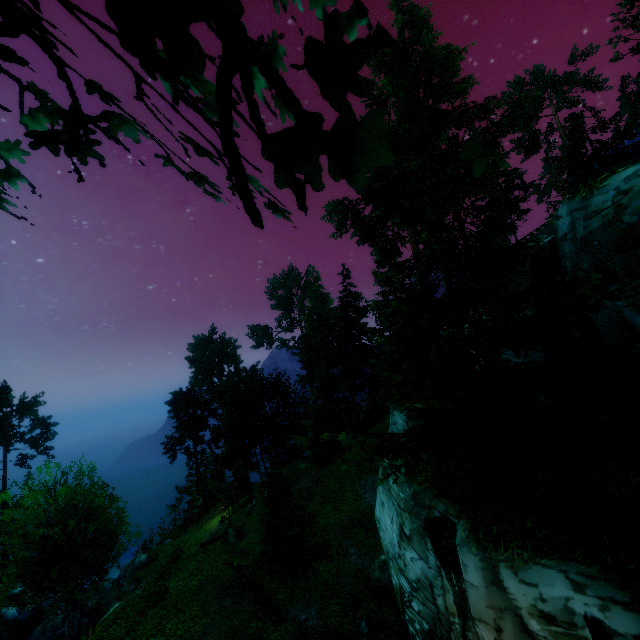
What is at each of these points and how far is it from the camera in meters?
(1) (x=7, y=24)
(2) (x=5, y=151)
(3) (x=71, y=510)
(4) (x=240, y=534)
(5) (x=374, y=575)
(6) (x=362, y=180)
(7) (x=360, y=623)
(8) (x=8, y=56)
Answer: (1) tree, 2.1 m
(2) tree, 3.9 m
(3) tree, 14.6 m
(4) rock, 28.3 m
(5) rock, 16.3 m
(6) tree, 1.3 m
(7) rock, 14.3 m
(8) tree, 2.3 m

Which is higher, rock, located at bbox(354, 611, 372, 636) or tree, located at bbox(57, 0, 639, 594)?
tree, located at bbox(57, 0, 639, 594)

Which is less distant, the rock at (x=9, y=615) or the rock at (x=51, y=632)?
the rock at (x=51, y=632)

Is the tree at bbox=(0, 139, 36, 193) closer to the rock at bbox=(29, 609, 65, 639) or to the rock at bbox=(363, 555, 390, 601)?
the rock at bbox=(363, 555, 390, 601)

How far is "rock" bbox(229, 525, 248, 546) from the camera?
28.22m

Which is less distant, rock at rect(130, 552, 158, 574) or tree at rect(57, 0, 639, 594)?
tree at rect(57, 0, 639, 594)

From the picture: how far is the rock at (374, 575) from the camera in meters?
15.8 m

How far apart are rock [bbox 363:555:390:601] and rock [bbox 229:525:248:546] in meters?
15.6
